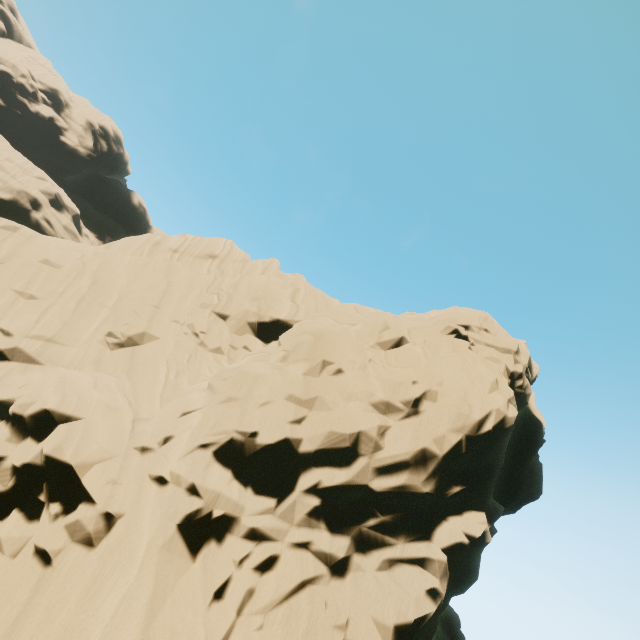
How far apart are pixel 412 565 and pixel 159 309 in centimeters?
1810cm
